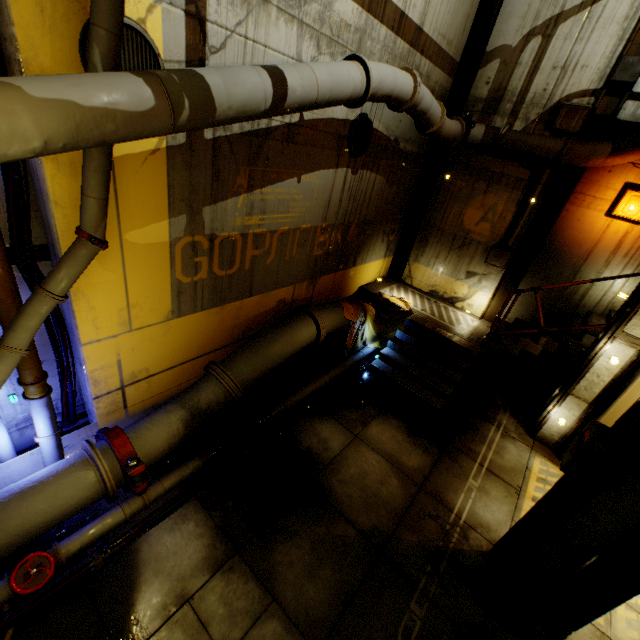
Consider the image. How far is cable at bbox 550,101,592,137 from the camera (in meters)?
7.32

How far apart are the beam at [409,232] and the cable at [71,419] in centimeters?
936cm

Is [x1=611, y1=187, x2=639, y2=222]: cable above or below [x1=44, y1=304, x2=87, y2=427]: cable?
above

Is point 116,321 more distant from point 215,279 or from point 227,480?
point 227,480

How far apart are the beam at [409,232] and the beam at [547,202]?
2.8m

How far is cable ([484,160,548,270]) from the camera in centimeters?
823cm

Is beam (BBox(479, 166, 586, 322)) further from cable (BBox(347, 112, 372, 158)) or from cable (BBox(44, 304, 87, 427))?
cable (BBox(44, 304, 87, 427))

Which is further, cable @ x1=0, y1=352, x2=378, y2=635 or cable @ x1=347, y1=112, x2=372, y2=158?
cable @ x1=347, y1=112, x2=372, y2=158
